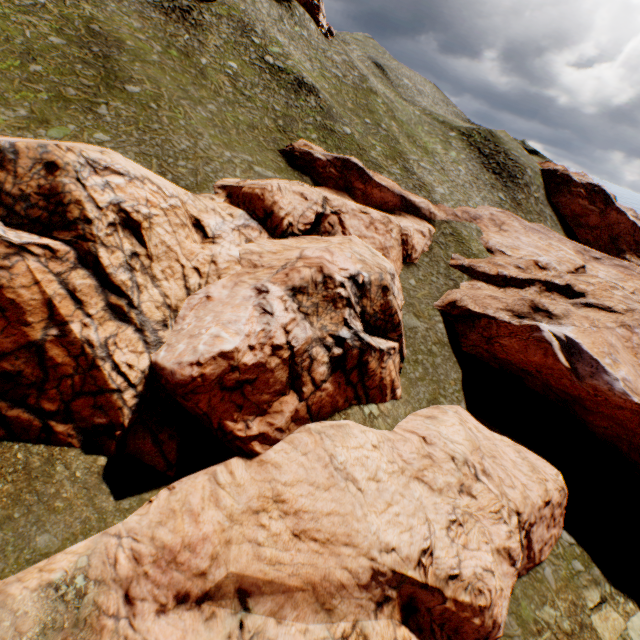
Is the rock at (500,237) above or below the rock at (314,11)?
below

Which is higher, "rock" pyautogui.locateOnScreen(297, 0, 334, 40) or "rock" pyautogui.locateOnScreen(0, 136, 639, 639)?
"rock" pyautogui.locateOnScreen(297, 0, 334, 40)

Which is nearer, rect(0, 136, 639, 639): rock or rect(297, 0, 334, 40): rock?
rect(0, 136, 639, 639): rock

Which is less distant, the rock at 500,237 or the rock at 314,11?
the rock at 500,237

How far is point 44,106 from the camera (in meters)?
22.20
